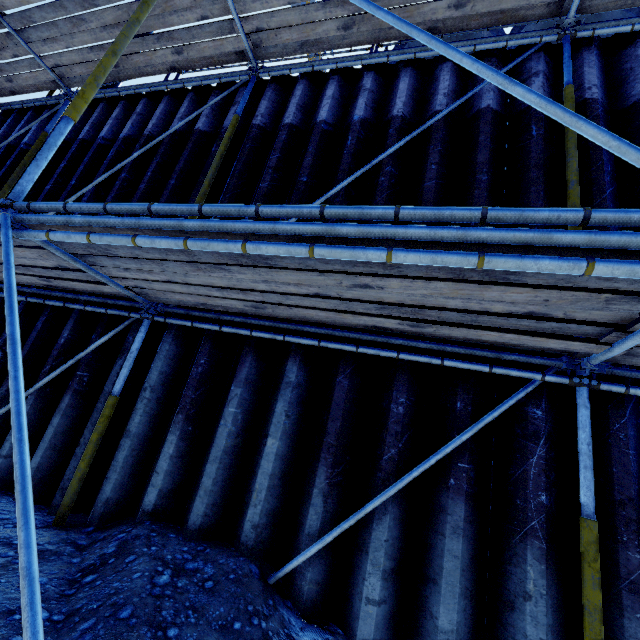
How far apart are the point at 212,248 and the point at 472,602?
2.81m
